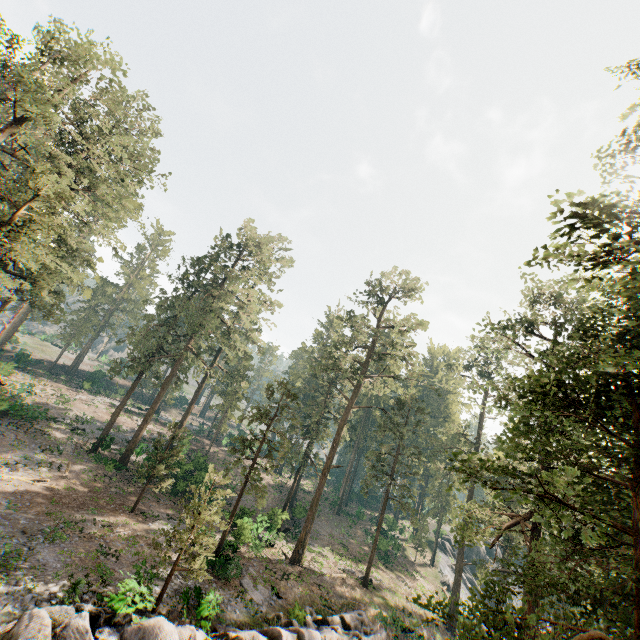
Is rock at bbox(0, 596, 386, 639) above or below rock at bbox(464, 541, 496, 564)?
below

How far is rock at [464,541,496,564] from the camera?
55.0m

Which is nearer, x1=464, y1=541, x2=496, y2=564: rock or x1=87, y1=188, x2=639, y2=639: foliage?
x1=87, y1=188, x2=639, y2=639: foliage

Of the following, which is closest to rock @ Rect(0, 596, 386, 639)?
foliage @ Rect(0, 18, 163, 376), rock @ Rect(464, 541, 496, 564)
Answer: foliage @ Rect(0, 18, 163, 376)

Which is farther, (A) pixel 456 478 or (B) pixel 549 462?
(A) pixel 456 478

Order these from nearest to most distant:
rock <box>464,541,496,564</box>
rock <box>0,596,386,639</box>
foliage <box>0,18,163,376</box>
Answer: rock <box>0,596,386,639</box> → foliage <box>0,18,163,376</box> → rock <box>464,541,496,564</box>

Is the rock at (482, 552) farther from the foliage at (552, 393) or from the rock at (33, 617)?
the rock at (33, 617)
